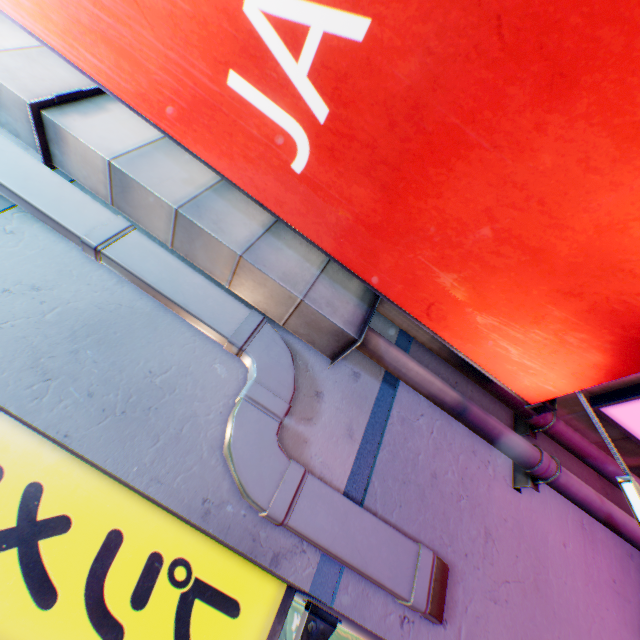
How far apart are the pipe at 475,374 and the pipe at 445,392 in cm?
28

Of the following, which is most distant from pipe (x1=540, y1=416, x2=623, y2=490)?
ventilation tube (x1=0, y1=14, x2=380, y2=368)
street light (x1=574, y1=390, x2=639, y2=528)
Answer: street light (x1=574, y1=390, x2=639, y2=528)

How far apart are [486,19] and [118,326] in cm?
235

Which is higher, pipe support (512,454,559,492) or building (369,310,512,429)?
building (369,310,512,429)

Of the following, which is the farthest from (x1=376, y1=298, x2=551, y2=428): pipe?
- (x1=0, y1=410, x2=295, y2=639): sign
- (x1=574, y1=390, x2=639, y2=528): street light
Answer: (x1=0, y1=410, x2=295, y2=639): sign

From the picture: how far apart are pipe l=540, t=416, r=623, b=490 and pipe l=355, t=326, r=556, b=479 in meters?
0.3 m

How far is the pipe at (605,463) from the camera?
2.96m
